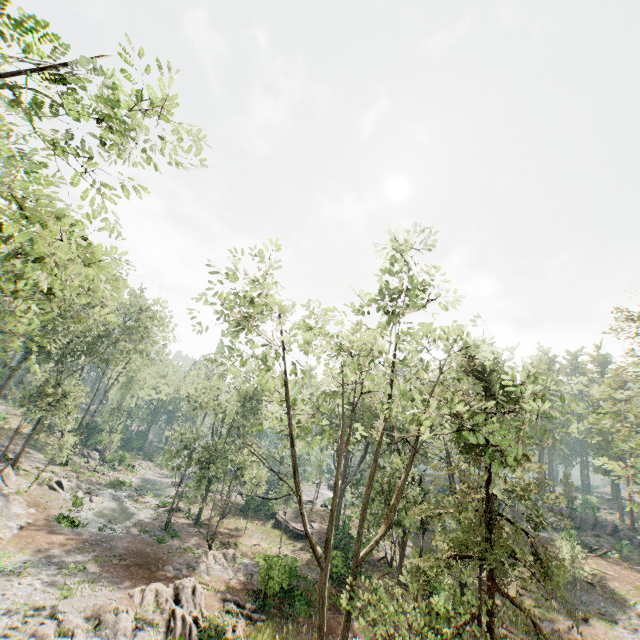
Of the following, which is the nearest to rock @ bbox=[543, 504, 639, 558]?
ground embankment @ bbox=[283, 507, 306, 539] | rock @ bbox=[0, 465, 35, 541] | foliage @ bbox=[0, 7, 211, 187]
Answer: foliage @ bbox=[0, 7, 211, 187]

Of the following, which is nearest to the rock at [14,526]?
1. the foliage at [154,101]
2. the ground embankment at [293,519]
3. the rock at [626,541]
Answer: the foliage at [154,101]

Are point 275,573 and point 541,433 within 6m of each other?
no

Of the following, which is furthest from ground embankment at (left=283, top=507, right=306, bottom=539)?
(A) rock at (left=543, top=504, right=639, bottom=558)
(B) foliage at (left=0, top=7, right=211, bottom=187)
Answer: (A) rock at (left=543, top=504, right=639, bottom=558)

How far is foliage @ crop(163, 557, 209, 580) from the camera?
22.8m

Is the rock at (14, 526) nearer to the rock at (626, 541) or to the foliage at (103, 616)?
the foliage at (103, 616)

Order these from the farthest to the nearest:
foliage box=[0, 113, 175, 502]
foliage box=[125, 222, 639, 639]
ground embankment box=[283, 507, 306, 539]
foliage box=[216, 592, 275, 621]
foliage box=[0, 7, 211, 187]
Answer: ground embankment box=[283, 507, 306, 539], foliage box=[216, 592, 275, 621], foliage box=[125, 222, 639, 639], foliage box=[0, 113, 175, 502], foliage box=[0, 7, 211, 187]
